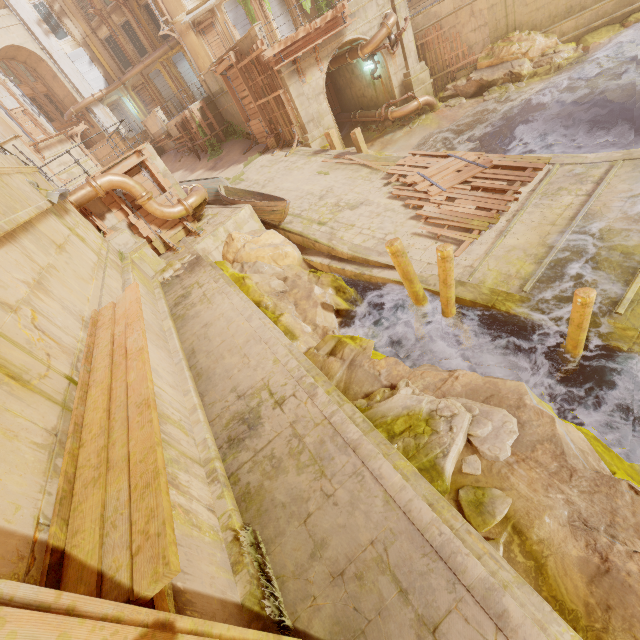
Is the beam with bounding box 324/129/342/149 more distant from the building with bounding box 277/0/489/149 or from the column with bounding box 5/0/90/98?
the column with bounding box 5/0/90/98

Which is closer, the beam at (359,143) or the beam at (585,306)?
the beam at (585,306)

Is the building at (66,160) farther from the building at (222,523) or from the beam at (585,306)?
the beam at (585,306)

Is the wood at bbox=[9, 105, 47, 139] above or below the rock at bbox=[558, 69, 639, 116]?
above

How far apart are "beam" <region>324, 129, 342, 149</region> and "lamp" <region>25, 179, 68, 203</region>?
12.0m

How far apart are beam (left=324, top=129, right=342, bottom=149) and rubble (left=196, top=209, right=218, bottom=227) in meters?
6.9

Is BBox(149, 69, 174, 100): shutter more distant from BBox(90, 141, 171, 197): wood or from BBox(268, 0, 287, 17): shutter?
BBox(90, 141, 171, 197): wood

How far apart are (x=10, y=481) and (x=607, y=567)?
5.0m
